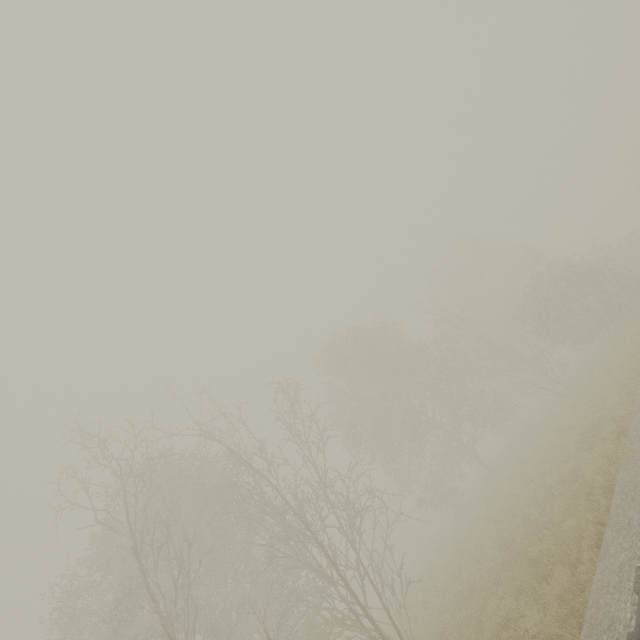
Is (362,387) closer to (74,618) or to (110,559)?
(110,559)
